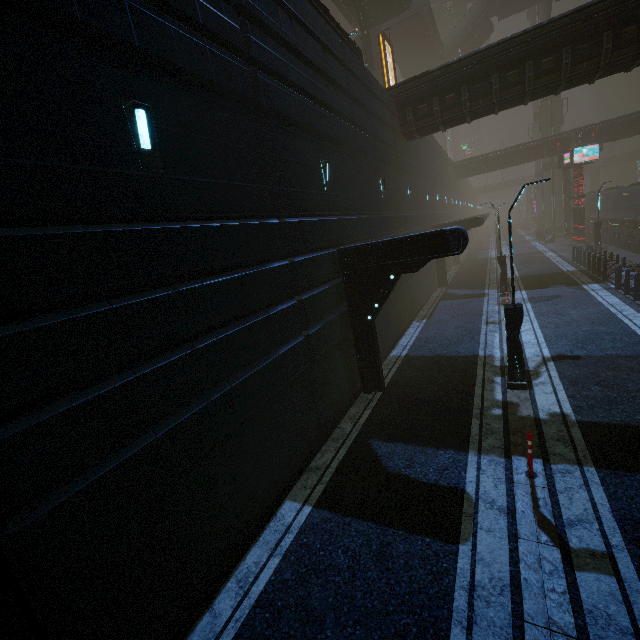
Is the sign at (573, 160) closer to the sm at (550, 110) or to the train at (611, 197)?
the train at (611, 197)

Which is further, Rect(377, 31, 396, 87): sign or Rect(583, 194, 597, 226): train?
Rect(583, 194, 597, 226): train

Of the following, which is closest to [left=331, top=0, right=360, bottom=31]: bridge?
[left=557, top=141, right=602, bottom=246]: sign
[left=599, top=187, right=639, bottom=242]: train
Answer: [left=557, top=141, right=602, bottom=246]: sign

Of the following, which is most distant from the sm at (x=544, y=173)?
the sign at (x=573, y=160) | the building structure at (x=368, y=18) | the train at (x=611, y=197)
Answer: the sign at (x=573, y=160)

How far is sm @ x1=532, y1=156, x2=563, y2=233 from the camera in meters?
45.6

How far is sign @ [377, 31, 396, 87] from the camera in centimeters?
2202cm

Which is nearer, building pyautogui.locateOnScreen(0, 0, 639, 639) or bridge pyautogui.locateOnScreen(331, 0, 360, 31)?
building pyautogui.locateOnScreen(0, 0, 639, 639)

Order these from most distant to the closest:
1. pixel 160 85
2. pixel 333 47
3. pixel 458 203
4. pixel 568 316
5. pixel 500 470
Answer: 1. pixel 458 203
2. pixel 568 316
3. pixel 333 47
4. pixel 500 470
5. pixel 160 85
